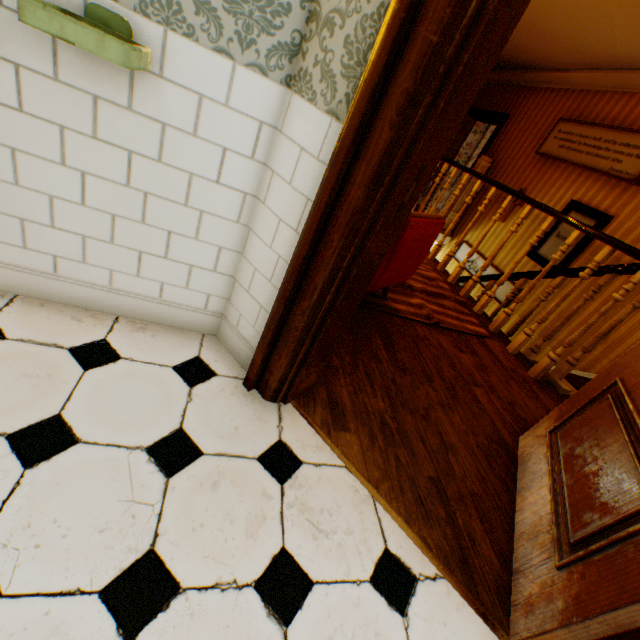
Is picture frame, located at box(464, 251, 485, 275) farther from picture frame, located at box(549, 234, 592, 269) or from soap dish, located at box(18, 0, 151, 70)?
soap dish, located at box(18, 0, 151, 70)

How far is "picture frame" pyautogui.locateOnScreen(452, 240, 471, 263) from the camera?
6.82m

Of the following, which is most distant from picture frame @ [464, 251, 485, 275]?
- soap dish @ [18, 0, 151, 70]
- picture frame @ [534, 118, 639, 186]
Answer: soap dish @ [18, 0, 151, 70]

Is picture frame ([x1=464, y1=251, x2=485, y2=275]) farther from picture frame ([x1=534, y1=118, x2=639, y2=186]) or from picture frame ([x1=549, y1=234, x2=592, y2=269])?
picture frame ([x1=534, y1=118, x2=639, y2=186])

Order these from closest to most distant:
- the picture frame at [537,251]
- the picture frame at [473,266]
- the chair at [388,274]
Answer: the chair at [388,274]
the picture frame at [537,251]
the picture frame at [473,266]

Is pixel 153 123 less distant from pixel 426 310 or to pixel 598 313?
pixel 426 310

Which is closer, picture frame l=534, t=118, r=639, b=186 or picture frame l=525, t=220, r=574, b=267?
picture frame l=534, t=118, r=639, b=186

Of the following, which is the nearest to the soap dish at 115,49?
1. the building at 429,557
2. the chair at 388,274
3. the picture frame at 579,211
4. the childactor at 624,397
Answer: the building at 429,557
